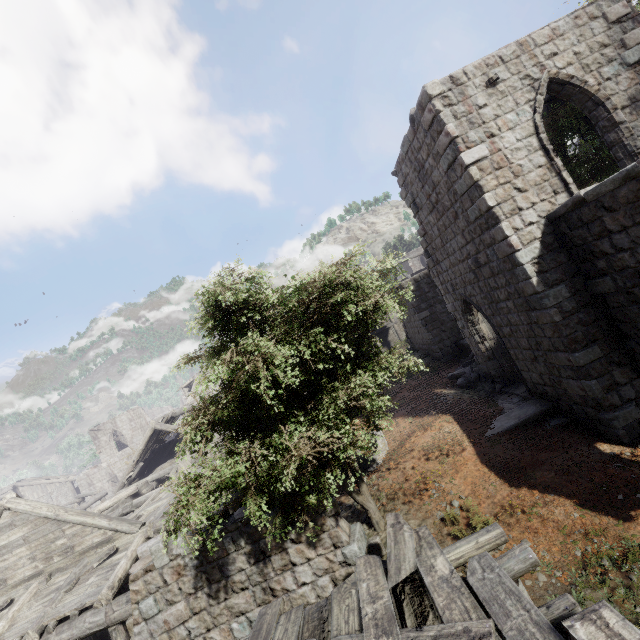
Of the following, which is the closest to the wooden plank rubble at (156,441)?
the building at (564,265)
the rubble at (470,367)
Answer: the building at (564,265)

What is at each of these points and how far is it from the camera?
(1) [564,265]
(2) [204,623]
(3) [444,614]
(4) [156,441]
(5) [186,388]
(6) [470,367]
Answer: (1) building, 8.12m
(2) building, 6.91m
(3) wooden plank rubble, 3.88m
(4) wooden plank rubble, 22.83m
(5) building, 34.59m
(6) rubble, 14.79m

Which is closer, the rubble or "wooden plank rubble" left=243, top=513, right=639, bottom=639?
"wooden plank rubble" left=243, top=513, right=639, bottom=639

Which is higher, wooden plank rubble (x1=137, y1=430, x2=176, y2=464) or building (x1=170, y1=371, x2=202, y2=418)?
building (x1=170, y1=371, x2=202, y2=418)

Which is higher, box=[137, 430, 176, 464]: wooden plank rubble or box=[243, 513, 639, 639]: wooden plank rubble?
box=[137, 430, 176, 464]: wooden plank rubble

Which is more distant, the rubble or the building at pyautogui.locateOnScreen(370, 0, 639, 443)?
the rubble

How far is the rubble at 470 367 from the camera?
13.14m

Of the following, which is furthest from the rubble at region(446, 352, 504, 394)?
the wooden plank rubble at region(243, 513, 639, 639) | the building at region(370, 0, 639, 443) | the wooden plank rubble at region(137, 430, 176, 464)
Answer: the wooden plank rubble at region(137, 430, 176, 464)
